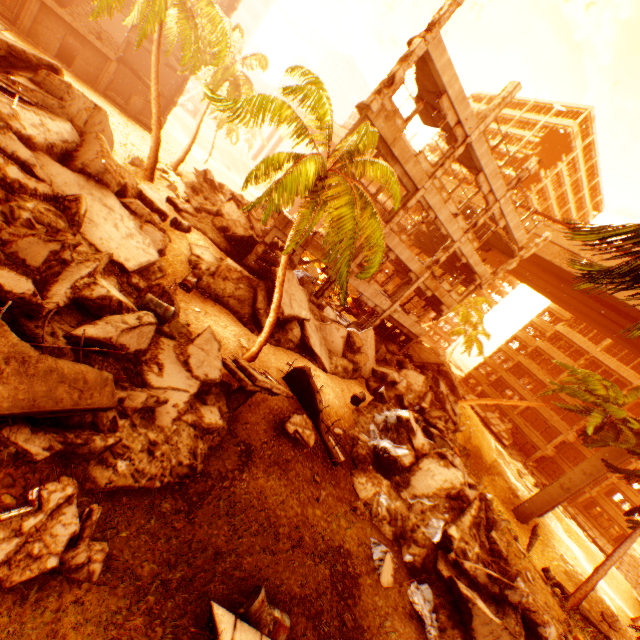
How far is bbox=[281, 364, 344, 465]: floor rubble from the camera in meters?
10.9 m

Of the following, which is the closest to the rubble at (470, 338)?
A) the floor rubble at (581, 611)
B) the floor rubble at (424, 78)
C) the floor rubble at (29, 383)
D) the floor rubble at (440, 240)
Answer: the floor rubble at (440, 240)

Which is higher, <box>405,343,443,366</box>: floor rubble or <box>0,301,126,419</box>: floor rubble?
<box>405,343,443,366</box>: floor rubble

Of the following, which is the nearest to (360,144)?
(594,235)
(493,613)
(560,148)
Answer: (594,235)

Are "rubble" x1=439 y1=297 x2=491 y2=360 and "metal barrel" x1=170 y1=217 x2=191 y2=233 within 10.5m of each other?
no

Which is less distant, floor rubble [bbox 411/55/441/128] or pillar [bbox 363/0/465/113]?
pillar [bbox 363/0/465/113]

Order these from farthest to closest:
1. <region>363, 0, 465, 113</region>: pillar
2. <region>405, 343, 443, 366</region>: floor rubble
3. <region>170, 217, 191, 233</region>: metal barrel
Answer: <region>405, 343, 443, 366</region>: floor rubble → <region>170, 217, 191, 233</region>: metal barrel → <region>363, 0, 465, 113</region>: pillar

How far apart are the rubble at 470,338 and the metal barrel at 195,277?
36.1 meters
